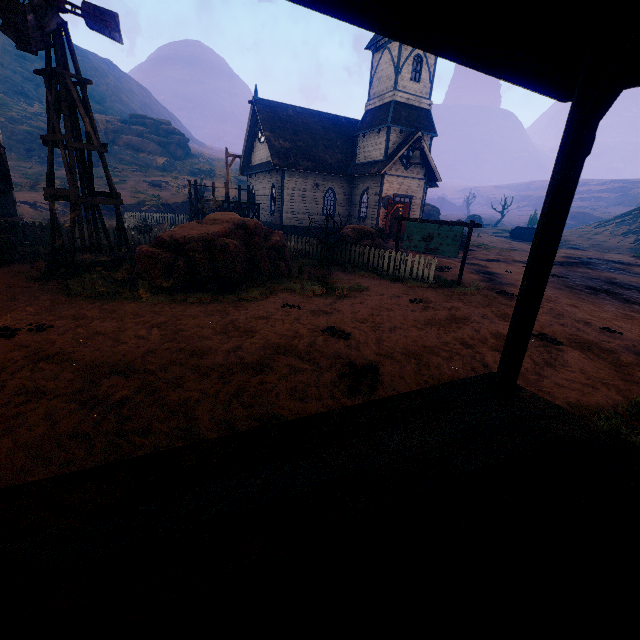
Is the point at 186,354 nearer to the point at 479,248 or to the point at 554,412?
the point at 554,412

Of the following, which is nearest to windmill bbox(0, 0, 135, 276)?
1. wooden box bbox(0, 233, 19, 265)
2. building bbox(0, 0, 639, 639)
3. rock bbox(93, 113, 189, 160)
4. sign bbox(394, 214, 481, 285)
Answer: wooden box bbox(0, 233, 19, 265)

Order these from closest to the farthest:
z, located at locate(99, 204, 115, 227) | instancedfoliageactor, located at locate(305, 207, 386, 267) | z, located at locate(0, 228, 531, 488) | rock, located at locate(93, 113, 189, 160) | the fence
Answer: z, located at locate(0, 228, 531, 488)
instancedfoliageactor, located at locate(305, 207, 386, 267)
the fence
z, located at locate(99, 204, 115, 227)
rock, located at locate(93, 113, 189, 160)

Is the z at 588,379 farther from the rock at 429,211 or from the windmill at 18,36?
the rock at 429,211

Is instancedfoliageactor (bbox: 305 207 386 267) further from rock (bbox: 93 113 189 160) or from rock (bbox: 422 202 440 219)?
rock (bbox: 93 113 189 160)

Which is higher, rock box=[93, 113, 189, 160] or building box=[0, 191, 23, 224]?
rock box=[93, 113, 189, 160]

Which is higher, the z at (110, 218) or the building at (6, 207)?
the building at (6, 207)

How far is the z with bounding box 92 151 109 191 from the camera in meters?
34.0 m
